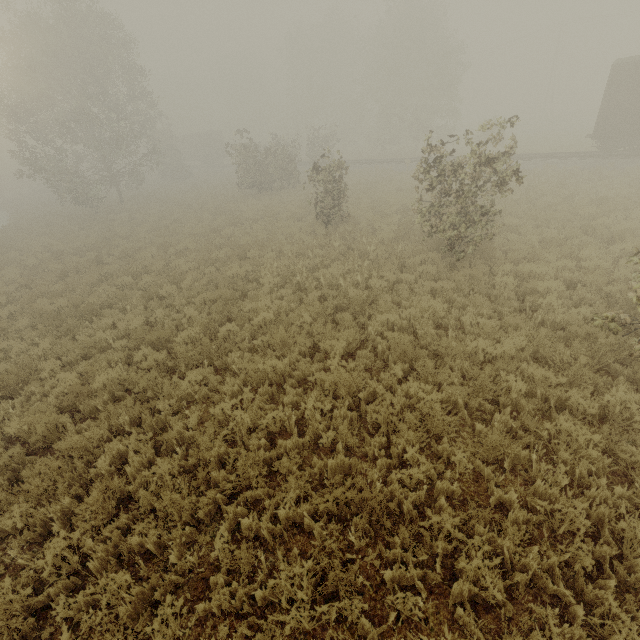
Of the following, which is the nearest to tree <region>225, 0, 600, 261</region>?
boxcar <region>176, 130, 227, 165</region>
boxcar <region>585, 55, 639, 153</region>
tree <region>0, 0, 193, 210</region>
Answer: boxcar <region>585, 55, 639, 153</region>

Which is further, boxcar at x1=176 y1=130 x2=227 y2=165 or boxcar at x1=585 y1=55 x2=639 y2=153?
boxcar at x1=176 y1=130 x2=227 y2=165

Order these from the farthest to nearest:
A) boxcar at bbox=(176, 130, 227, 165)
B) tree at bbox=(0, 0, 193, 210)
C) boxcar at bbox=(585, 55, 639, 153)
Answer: boxcar at bbox=(176, 130, 227, 165) < tree at bbox=(0, 0, 193, 210) < boxcar at bbox=(585, 55, 639, 153)

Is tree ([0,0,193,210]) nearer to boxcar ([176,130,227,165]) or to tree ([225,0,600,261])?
tree ([225,0,600,261])

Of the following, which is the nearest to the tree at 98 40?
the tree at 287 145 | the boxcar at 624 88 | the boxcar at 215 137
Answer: the tree at 287 145

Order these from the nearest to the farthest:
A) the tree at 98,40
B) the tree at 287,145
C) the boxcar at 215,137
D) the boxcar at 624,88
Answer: the tree at 287,145, the boxcar at 624,88, the tree at 98,40, the boxcar at 215,137

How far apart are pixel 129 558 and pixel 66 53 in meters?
33.7
